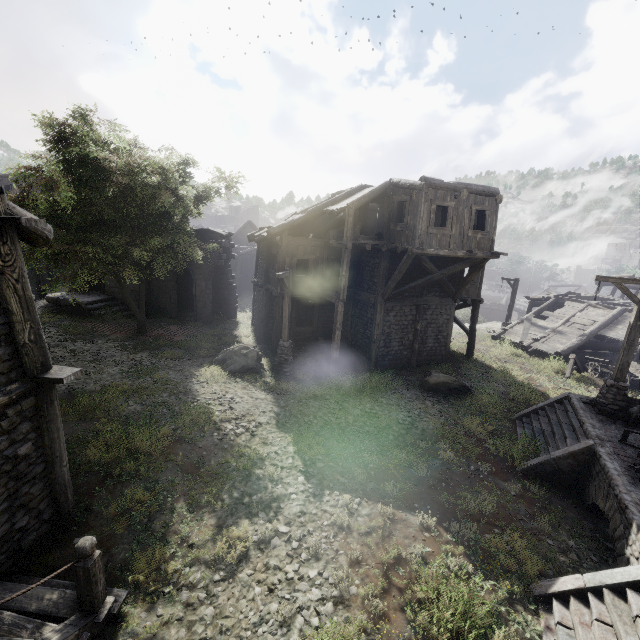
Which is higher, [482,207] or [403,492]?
[482,207]

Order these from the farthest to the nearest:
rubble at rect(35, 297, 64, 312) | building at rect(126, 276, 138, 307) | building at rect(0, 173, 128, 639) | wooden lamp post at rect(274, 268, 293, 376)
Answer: Answer: building at rect(126, 276, 138, 307), rubble at rect(35, 297, 64, 312), wooden lamp post at rect(274, 268, 293, 376), building at rect(0, 173, 128, 639)

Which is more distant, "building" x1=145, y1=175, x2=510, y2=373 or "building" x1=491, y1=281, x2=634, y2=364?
"building" x1=491, y1=281, x2=634, y2=364

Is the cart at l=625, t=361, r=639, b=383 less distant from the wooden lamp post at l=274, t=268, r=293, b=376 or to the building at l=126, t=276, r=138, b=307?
the building at l=126, t=276, r=138, b=307

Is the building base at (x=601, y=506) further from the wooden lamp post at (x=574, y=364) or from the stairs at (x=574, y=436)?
the wooden lamp post at (x=574, y=364)

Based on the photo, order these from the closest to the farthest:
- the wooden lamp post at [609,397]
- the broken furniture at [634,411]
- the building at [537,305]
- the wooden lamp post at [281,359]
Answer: the broken furniture at [634,411]
the wooden lamp post at [609,397]
the wooden lamp post at [281,359]
the building at [537,305]

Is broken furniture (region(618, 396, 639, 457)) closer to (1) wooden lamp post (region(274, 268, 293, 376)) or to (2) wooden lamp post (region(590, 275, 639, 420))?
(2) wooden lamp post (region(590, 275, 639, 420))

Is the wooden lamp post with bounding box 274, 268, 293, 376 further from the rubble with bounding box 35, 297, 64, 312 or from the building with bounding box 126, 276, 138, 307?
the rubble with bounding box 35, 297, 64, 312
